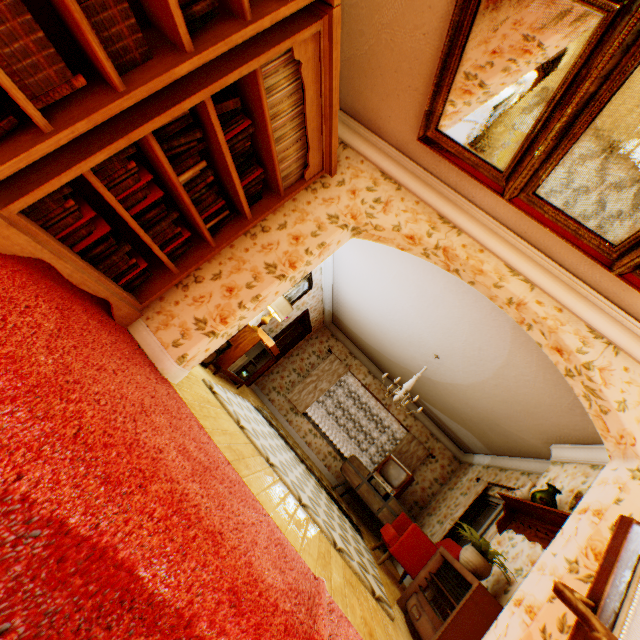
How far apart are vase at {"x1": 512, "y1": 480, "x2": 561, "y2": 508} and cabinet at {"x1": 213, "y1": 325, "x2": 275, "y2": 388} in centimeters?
436cm

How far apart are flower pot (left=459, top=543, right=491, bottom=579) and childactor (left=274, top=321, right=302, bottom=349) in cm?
625

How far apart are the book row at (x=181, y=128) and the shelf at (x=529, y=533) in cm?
446

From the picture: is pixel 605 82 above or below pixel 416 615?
above

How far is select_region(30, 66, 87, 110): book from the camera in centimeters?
150cm

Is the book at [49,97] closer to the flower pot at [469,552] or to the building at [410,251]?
the building at [410,251]

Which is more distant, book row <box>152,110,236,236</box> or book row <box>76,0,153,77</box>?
book row <box>152,110,236,236</box>

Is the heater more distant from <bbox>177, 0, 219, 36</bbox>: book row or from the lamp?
<bbox>177, 0, 219, 36</bbox>: book row
